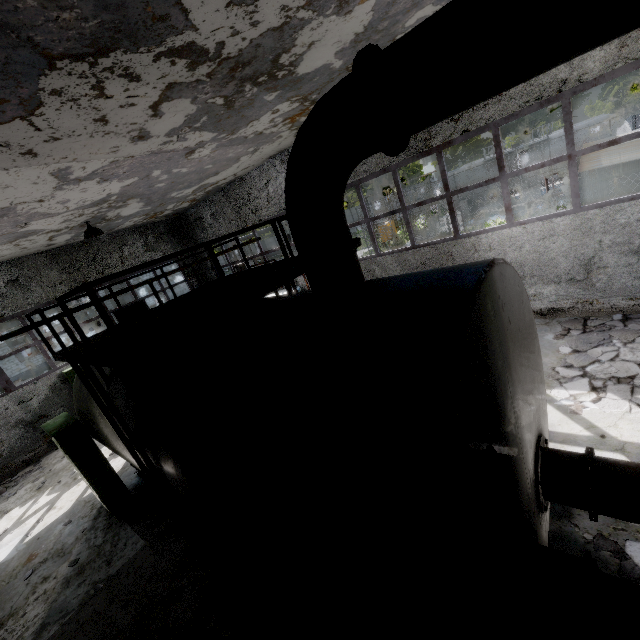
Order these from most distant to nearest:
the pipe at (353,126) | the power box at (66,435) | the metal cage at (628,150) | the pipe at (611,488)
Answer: the metal cage at (628,150) → the power box at (66,435) → the pipe at (611,488) → the pipe at (353,126)

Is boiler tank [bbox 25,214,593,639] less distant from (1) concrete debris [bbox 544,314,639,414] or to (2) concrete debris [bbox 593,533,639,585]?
(2) concrete debris [bbox 593,533,639,585]

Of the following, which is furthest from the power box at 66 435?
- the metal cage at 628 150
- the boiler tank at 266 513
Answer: the metal cage at 628 150

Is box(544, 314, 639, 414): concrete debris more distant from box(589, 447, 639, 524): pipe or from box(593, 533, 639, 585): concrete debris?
box(589, 447, 639, 524): pipe

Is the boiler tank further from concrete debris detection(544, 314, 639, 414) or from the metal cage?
the metal cage

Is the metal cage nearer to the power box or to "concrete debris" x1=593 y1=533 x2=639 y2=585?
"concrete debris" x1=593 y1=533 x2=639 y2=585

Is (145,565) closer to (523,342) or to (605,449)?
(523,342)

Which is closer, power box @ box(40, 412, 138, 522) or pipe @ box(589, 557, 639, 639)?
pipe @ box(589, 557, 639, 639)
